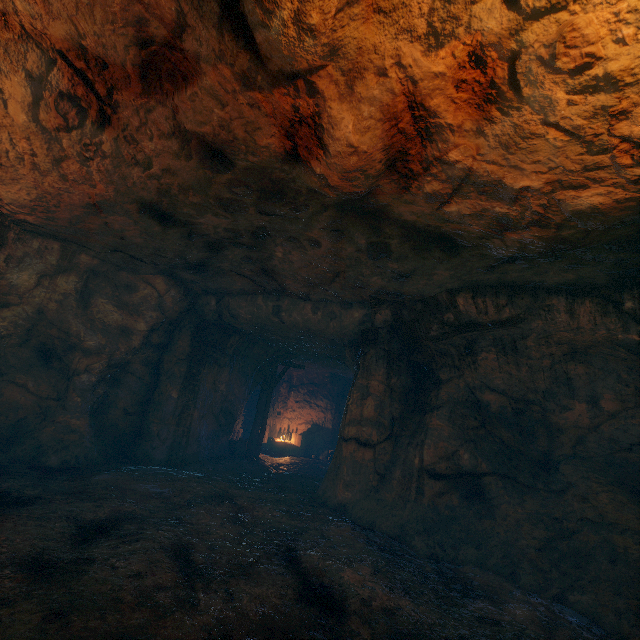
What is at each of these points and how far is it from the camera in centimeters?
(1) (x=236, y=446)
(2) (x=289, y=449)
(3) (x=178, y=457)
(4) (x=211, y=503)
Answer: (1) burlap sack, 1322cm
(2) wooden box, 1673cm
(3) cave, 953cm
(4) burlap sack, 651cm

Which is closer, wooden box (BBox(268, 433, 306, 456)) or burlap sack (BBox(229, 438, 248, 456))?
burlap sack (BBox(229, 438, 248, 456))

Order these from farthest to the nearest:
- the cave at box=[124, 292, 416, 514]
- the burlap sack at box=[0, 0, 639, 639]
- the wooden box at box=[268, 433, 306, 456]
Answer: the wooden box at box=[268, 433, 306, 456] → the cave at box=[124, 292, 416, 514] → the burlap sack at box=[0, 0, 639, 639]

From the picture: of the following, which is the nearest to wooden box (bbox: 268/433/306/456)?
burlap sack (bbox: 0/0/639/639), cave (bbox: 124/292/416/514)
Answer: cave (bbox: 124/292/416/514)

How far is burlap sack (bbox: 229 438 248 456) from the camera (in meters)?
13.11

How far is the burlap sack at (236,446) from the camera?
13.11m

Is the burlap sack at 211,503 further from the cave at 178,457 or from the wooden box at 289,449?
the wooden box at 289,449
